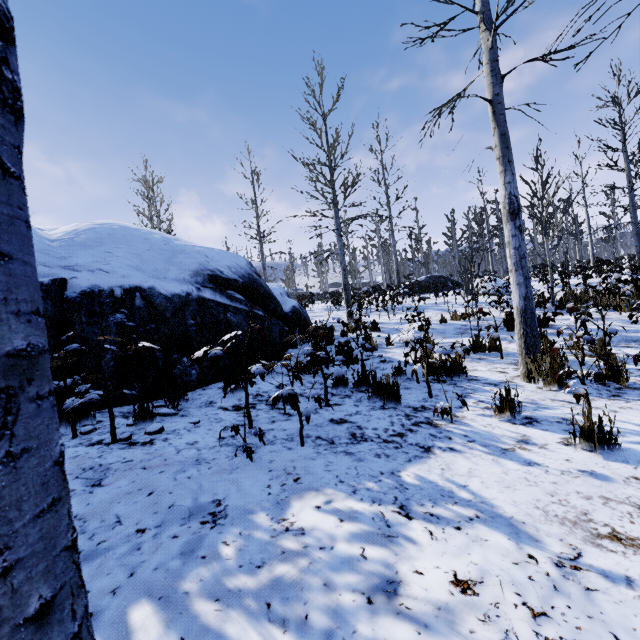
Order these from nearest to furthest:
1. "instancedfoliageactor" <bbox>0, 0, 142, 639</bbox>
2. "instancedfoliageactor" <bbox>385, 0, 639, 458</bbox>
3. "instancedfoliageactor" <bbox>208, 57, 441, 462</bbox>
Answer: "instancedfoliageactor" <bbox>0, 0, 142, 639</bbox> < "instancedfoliageactor" <bbox>208, 57, 441, 462</bbox> < "instancedfoliageactor" <bbox>385, 0, 639, 458</bbox>

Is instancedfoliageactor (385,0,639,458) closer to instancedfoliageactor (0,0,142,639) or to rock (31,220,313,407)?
rock (31,220,313,407)

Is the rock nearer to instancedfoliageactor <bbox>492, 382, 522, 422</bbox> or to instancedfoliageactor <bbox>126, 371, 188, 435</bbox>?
instancedfoliageactor <bbox>126, 371, 188, 435</bbox>

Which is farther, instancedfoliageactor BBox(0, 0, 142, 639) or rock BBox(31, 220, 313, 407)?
rock BBox(31, 220, 313, 407)

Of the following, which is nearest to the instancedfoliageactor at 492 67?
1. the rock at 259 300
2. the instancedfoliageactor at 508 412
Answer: the rock at 259 300

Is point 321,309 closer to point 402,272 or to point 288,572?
point 288,572

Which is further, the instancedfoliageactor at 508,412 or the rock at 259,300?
the rock at 259,300
